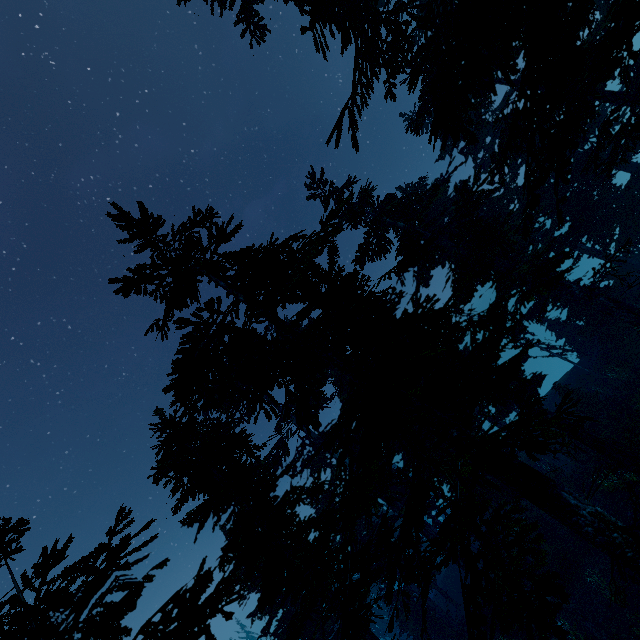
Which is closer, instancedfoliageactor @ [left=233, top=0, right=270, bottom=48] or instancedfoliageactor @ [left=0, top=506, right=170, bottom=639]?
instancedfoliageactor @ [left=0, top=506, right=170, bottom=639]

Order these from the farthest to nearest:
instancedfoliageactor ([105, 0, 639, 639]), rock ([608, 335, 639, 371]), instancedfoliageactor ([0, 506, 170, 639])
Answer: rock ([608, 335, 639, 371]), instancedfoliageactor ([105, 0, 639, 639]), instancedfoliageactor ([0, 506, 170, 639])

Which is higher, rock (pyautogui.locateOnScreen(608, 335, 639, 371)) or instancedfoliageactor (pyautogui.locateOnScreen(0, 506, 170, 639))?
instancedfoliageactor (pyautogui.locateOnScreen(0, 506, 170, 639))

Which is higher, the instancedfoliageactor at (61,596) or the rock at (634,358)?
the instancedfoliageactor at (61,596)

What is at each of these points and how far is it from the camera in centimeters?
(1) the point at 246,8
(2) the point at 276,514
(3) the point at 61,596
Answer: (1) instancedfoliageactor, 1345cm
(2) instancedfoliageactor, 1094cm
(3) instancedfoliageactor, 287cm

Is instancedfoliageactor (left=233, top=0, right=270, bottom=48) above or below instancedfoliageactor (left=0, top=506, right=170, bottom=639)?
above
